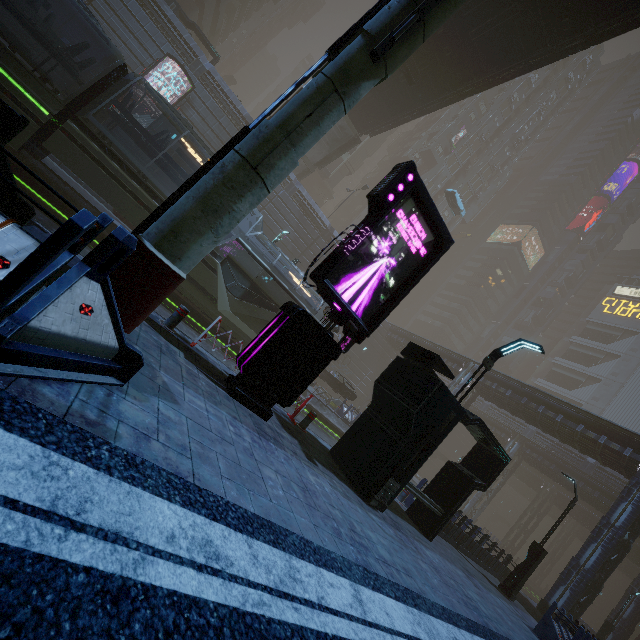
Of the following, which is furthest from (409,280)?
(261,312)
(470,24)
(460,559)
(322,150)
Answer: (322,150)

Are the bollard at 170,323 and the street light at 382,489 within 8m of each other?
yes

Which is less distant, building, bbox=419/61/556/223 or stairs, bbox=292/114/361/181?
stairs, bbox=292/114/361/181

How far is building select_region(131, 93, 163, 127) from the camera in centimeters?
A: 2541cm

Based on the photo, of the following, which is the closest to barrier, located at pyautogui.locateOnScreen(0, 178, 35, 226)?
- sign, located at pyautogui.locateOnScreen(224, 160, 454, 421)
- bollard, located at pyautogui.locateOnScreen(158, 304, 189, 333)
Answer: bollard, located at pyautogui.locateOnScreen(158, 304, 189, 333)

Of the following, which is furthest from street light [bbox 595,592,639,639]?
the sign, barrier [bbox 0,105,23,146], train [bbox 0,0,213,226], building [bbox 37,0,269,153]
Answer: barrier [bbox 0,105,23,146]

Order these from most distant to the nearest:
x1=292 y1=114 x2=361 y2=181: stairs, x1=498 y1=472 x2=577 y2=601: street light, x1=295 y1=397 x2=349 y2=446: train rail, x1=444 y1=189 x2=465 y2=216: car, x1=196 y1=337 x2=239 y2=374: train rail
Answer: x1=444 y1=189 x2=465 y2=216: car → x1=292 y1=114 x2=361 y2=181: stairs → x1=295 y1=397 x2=349 y2=446: train rail → x1=498 y1=472 x2=577 y2=601: street light → x1=196 y1=337 x2=239 y2=374: train rail

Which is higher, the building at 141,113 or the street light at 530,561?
the building at 141,113
